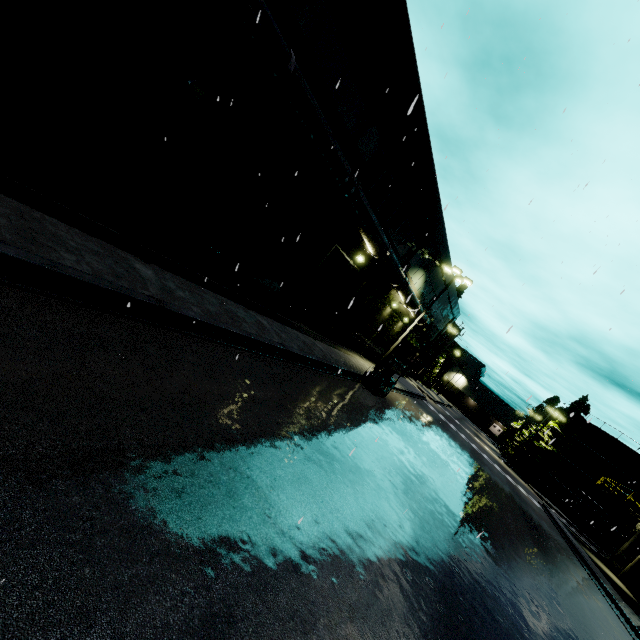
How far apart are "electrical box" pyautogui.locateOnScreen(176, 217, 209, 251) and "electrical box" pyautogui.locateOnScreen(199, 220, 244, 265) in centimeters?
39cm

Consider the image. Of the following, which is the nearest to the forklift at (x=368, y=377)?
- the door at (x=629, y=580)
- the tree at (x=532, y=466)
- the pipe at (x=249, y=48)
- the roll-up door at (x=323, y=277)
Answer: the roll-up door at (x=323, y=277)

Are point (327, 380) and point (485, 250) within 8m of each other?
yes

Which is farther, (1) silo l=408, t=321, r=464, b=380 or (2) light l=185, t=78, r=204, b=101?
(1) silo l=408, t=321, r=464, b=380

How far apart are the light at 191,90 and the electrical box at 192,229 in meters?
3.2

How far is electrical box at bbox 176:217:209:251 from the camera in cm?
1016

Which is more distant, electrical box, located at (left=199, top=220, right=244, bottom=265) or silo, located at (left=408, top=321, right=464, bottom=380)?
silo, located at (left=408, top=321, right=464, bottom=380)

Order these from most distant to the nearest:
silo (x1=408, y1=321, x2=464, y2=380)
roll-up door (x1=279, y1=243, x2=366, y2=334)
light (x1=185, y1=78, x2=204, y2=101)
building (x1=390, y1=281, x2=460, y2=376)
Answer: silo (x1=408, y1=321, x2=464, y2=380) → building (x1=390, y1=281, x2=460, y2=376) → roll-up door (x1=279, y1=243, x2=366, y2=334) → light (x1=185, y1=78, x2=204, y2=101)
